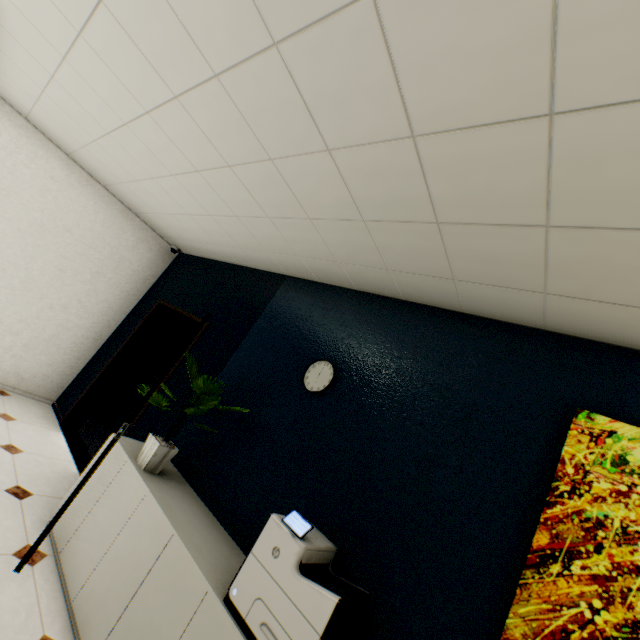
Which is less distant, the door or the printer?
the printer

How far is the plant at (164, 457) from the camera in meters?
2.5

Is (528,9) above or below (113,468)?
above

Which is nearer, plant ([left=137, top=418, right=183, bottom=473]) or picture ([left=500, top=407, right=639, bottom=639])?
picture ([left=500, top=407, right=639, bottom=639])

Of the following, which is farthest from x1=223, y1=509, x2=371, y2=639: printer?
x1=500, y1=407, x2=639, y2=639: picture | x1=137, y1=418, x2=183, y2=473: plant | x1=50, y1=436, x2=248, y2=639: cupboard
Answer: x1=137, y1=418, x2=183, y2=473: plant

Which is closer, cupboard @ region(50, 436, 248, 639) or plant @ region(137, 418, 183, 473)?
cupboard @ region(50, 436, 248, 639)

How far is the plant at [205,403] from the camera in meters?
2.4

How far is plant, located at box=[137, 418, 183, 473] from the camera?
2.5 meters
